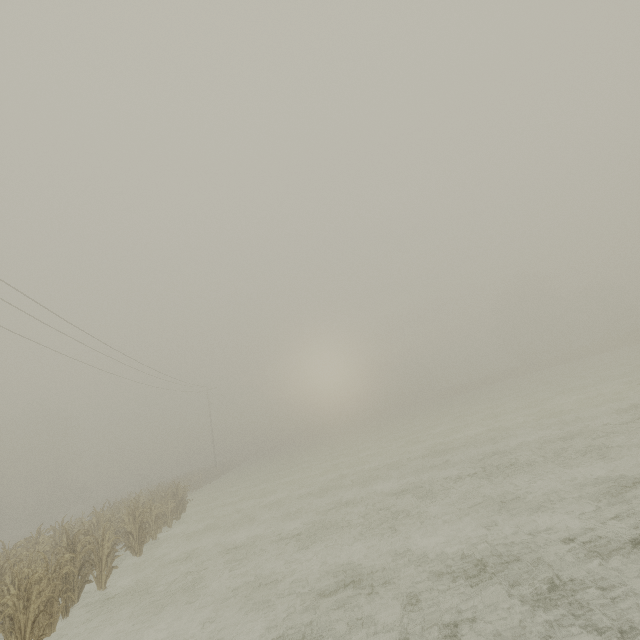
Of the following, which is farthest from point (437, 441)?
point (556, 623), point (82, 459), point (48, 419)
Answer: point (82, 459)
